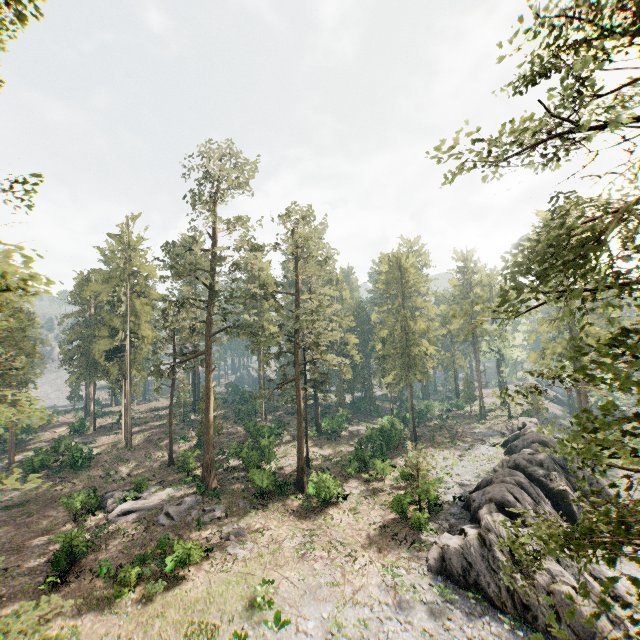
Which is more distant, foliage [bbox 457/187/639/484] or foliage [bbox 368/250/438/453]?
foliage [bbox 368/250/438/453]

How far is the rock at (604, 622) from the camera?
17.7m

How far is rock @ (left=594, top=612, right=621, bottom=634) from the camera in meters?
17.7

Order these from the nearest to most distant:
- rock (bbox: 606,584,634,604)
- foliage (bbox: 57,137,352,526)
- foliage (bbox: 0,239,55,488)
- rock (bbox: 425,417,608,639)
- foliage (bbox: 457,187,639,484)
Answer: foliage (bbox: 457,187,639,484) < foliage (bbox: 0,239,55,488) < rock (bbox: 425,417,608,639) < rock (bbox: 606,584,634,604) < foliage (bbox: 57,137,352,526)

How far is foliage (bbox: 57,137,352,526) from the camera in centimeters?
3303cm

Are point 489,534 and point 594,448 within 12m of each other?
no

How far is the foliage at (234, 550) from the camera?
23.7 meters
